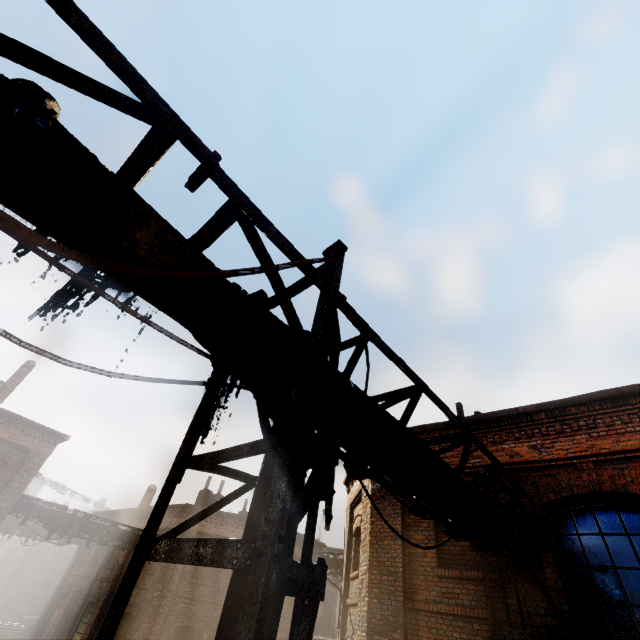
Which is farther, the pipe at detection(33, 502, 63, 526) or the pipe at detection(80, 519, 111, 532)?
the pipe at detection(80, 519, 111, 532)

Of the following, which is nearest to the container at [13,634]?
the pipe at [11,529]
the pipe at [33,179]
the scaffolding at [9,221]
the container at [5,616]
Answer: the container at [5,616]

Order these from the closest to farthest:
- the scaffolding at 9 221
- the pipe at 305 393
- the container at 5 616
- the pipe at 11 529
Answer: the scaffolding at 9 221, the pipe at 305 393, the pipe at 11 529, the container at 5 616

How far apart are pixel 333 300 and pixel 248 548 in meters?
1.7 m

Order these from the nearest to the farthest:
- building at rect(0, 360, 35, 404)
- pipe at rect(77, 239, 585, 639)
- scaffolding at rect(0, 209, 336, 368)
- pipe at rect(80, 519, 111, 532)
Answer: scaffolding at rect(0, 209, 336, 368), pipe at rect(77, 239, 585, 639), pipe at rect(80, 519, 111, 532), building at rect(0, 360, 35, 404)

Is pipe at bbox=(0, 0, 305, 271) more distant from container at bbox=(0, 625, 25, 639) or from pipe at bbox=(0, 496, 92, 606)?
container at bbox=(0, 625, 25, 639)

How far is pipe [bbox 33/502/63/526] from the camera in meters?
13.9 m
